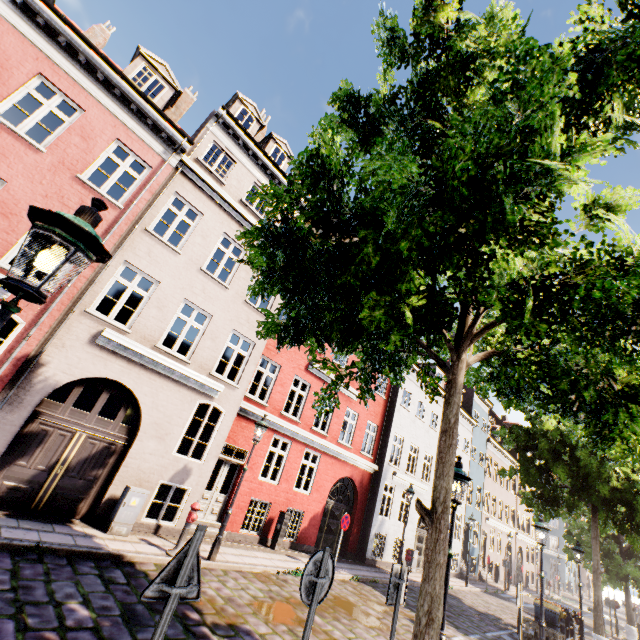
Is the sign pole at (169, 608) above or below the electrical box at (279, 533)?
above

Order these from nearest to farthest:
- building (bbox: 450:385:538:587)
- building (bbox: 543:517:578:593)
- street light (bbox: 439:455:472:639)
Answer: street light (bbox: 439:455:472:639), building (bbox: 450:385:538:587), building (bbox: 543:517:578:593)

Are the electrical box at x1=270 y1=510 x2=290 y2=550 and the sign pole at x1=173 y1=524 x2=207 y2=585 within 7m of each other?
no

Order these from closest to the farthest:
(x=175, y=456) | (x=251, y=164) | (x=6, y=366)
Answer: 1. (x=6, y=366)
2. (x=175, y=456)
3. (x=251, y=164)

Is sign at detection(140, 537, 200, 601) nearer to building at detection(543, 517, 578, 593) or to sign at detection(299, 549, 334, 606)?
sign at detection(299, 549, 334, 606)

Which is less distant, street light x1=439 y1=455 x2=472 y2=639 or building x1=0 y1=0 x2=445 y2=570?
street light x1=439 y1=455 x2=472 y2=639

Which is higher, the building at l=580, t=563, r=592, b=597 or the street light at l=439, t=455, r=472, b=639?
the street light at l=439, t=455, r=472, b=639

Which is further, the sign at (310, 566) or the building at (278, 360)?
the building at (278, 360)
